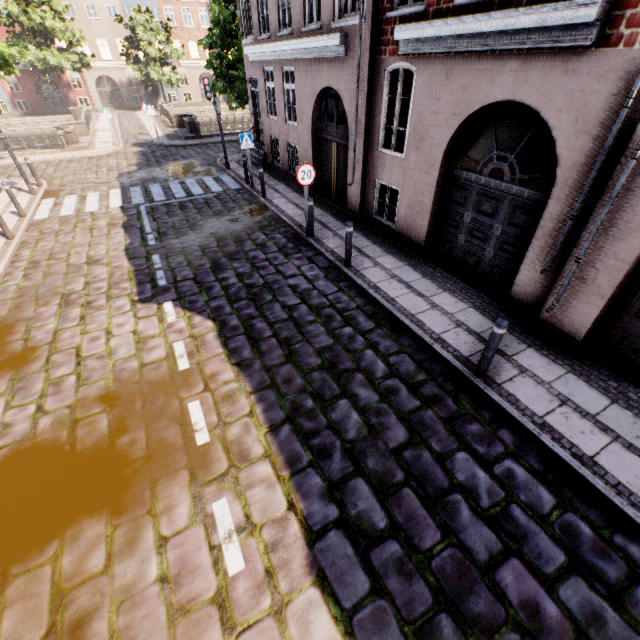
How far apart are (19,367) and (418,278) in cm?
789

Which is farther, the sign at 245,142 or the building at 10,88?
the building at 10,88

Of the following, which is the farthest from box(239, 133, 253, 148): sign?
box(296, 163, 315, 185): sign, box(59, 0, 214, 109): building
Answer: box(296, 163, 315, 185): sign

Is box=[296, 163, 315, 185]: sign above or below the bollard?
above

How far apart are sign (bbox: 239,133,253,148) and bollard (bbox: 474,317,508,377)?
11.29m

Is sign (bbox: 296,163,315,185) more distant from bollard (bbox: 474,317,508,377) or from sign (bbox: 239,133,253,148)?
bollard (bbox: 474,317,508,377)

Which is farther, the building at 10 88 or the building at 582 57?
the building at 10 88

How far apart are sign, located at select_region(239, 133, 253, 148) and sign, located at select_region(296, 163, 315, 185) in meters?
5.3
